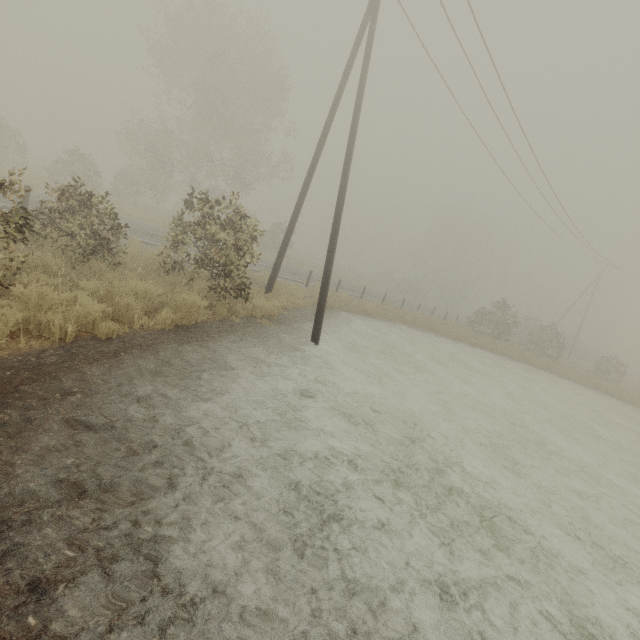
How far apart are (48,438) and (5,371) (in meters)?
1.37

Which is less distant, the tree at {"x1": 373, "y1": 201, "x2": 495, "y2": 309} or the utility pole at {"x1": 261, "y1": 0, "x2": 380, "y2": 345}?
the utility pole at {"x1": 261, "y1": 0, "x2": 380, "y2": 345}

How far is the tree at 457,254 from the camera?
53.2m

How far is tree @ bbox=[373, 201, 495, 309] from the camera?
53.25m

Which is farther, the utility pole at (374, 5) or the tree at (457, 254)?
the tree at (457, 254)
